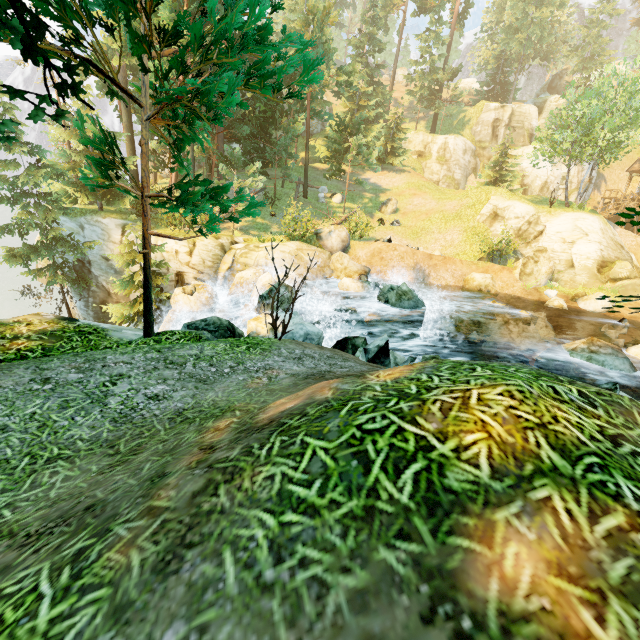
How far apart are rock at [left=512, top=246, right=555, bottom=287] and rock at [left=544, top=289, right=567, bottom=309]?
1.32m

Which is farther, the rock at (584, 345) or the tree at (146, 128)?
the rock at (584, 345)

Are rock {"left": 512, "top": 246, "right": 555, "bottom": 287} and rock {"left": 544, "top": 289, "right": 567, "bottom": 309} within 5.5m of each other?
yes

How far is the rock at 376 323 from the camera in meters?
8.3

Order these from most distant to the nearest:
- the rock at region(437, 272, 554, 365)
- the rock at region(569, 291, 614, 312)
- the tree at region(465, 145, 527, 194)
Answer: the tree at region(465, 145, 527, 194) → the rock at region(569, 291, 614, 312) → the rock at region(437, 272, 554, 365)

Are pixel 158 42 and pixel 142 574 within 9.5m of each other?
yes

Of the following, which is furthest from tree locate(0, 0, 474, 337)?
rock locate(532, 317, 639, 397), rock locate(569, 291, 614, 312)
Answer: rock locate(569, 291, 614, 312)

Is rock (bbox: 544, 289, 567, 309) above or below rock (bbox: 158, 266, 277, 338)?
above
